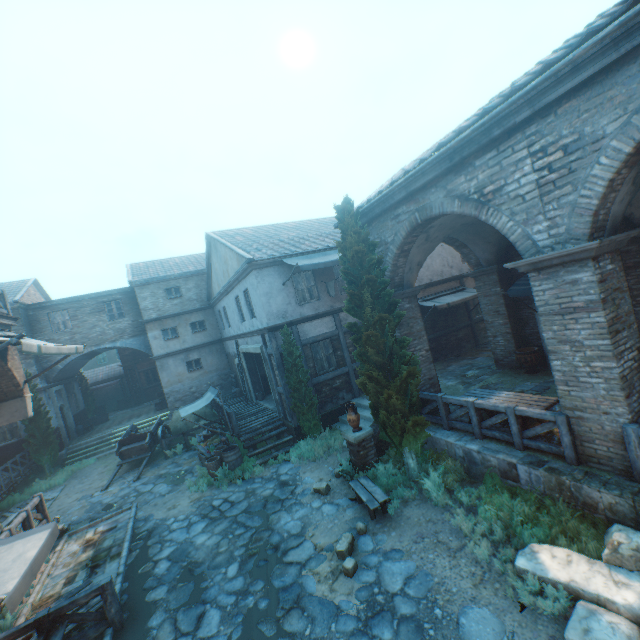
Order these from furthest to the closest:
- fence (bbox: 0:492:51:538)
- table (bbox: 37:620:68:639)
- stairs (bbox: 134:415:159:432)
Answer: stairs (bbox: 134:415:159:432), fence (bbox: 0:492:51:538), table (bbox: 37:620:68:639)

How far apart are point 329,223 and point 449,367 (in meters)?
10.51

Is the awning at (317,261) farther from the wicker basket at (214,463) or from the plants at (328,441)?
the wicker basket at (214,463)

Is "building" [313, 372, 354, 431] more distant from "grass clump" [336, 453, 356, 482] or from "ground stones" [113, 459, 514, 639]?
"grass clump" [336, 453, 356, 482]

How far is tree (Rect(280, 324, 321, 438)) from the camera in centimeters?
1190cm

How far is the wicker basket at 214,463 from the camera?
11.55m

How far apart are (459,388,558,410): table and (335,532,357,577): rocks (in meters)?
4.25

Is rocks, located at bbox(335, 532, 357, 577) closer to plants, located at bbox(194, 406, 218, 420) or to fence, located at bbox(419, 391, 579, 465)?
fence, located at bbox(419, 391, 579, 465)
